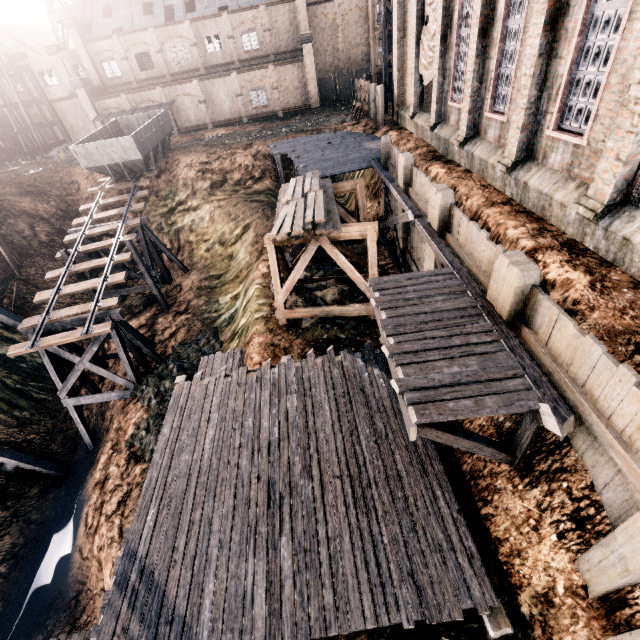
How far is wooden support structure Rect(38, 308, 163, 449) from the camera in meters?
18.0 m

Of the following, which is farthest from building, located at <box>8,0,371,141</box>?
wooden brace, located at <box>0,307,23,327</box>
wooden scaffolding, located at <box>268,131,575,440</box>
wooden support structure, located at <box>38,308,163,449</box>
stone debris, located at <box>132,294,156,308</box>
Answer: wooden support structure, located at <box>38,308,163,449</box>

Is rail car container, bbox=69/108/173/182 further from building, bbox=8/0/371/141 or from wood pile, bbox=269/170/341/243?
wood pile, bbox=269/170/341/243

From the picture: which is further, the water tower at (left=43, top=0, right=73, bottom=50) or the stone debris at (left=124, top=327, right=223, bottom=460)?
the water tower at (left=43, top=0, right=73, bottom=50)

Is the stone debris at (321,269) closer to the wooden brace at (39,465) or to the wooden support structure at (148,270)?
the wooden support structure at (148,270)

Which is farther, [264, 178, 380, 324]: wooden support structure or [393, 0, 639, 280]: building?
[264, 178, 380, 324]: wooden support structure

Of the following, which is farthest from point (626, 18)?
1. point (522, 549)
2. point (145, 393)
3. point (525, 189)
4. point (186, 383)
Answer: point (145, 393)

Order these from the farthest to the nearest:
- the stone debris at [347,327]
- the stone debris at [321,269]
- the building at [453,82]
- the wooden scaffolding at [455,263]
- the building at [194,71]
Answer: the building at [194,71] < the stone debris at [321,269] < the stone debris at [347,327] < the building at [453,82] < the wooden scaffolding at [455,263]
